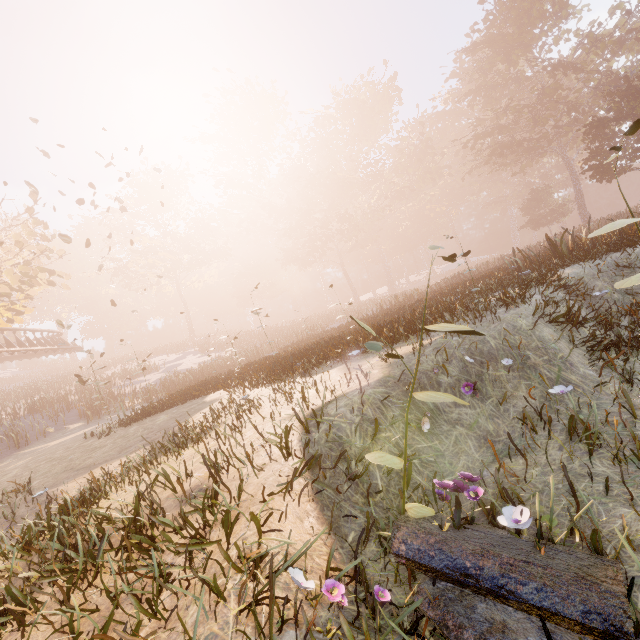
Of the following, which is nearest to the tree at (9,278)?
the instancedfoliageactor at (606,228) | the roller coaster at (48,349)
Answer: the roller coaster at (48,349)

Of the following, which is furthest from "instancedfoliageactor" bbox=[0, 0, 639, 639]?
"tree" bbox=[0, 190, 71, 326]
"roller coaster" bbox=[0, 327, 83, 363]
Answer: "roller coaster" bbox=[0, 327, 83, 363]

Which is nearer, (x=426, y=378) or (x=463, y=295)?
(x=426, y=378)

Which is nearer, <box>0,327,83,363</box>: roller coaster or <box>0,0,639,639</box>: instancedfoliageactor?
<box>0,0,639,639</box>: instancedfoliageactor

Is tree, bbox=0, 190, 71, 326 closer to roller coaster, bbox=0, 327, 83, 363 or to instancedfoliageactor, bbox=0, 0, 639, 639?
roller coaster, bbox=0, 327, 83, 363

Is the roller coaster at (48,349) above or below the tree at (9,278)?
below
